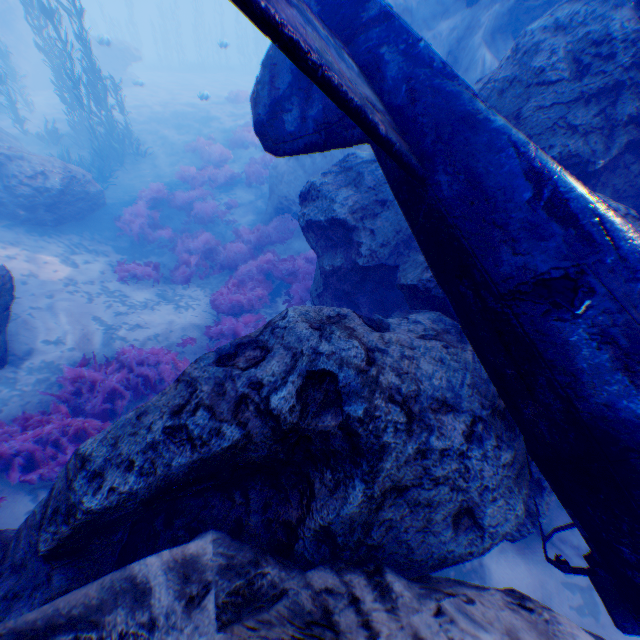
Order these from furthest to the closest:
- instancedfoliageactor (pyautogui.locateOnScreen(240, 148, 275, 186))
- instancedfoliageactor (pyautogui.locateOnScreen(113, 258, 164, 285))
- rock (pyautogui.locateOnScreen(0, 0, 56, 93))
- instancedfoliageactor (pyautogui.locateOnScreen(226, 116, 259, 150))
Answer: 1. rock (pyautogui.locateOnScreen(0, 0, 56, 93))
2. instancedfoliageactor (pyautogui.locateOnScreen(226, 116, 259, 150))
3. instancedfoliageactor (pyautogui.locateOnScreen(240, 148, 275, 186))
4. instancedfoliageactor (pyautogui.locateOnScreen(113, 258, 164, 285))

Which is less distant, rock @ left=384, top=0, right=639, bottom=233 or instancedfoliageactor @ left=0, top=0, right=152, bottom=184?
rock @ left=384, top=0, right=639, bottom=233

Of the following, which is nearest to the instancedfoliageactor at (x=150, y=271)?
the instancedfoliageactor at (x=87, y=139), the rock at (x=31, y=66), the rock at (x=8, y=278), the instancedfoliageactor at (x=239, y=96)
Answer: the rock at (x=31, y=66)

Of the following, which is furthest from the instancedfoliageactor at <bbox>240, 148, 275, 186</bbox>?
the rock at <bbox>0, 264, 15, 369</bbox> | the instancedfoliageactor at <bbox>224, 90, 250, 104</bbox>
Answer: the instancedfoliageactor at <bbox>224, 90, 250, 104</bbox>

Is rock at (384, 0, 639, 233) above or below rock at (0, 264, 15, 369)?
above

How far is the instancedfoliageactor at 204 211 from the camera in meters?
8.8 m

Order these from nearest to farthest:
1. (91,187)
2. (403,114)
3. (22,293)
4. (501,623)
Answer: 1. (501,623)
2. (403,114)
3. (22,293)
4. (91,187)

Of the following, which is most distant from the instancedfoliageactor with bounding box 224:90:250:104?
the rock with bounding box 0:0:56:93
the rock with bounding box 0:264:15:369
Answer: the rock with bounding box 0:264:15:369
